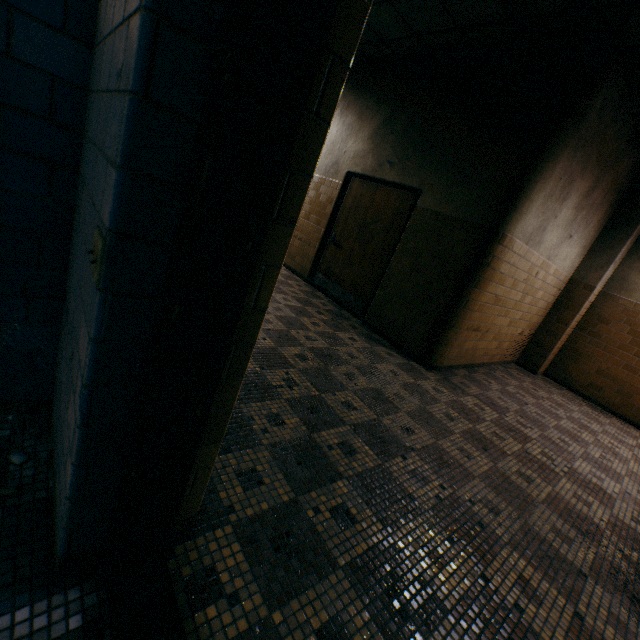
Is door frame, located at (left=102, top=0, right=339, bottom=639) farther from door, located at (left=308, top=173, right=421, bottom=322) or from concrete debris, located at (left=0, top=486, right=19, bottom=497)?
door, located at (left=308, top=173, right=421, bottom=322)

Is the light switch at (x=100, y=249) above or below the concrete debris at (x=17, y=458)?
above

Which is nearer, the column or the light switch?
the light switch

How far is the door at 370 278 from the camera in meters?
5.1 m

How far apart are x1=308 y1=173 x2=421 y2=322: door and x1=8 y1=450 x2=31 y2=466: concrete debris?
4.5m

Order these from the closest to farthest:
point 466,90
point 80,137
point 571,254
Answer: point 80,137, point 466,90, point 571,254

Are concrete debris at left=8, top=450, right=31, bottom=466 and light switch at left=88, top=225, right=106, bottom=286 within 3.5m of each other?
yes

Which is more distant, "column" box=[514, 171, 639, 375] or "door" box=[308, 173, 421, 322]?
"column" box=[514, 171, 639, 375]
